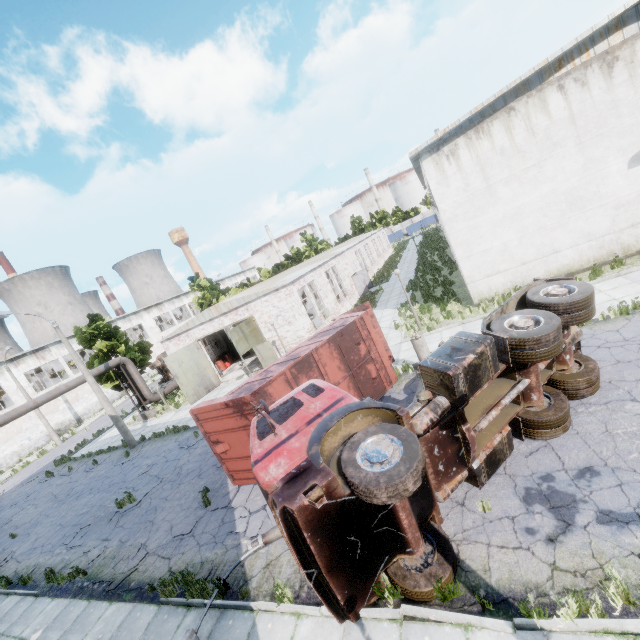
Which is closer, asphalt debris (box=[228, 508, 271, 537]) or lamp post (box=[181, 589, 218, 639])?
lamp post (box=[181, 589, 218, 639])

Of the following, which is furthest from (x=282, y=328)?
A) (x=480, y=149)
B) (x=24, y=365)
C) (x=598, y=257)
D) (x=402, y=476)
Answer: (x=24, y=365)

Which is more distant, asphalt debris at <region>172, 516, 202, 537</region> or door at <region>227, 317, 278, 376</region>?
door at <region>227, 317, 278, 376</region>

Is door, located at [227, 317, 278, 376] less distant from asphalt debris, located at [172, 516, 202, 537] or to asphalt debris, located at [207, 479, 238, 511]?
asphalt debris, located at [207, 479, 238, 511]

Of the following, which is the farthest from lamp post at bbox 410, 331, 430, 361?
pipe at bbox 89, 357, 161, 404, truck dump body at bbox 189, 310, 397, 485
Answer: pipe at bbox 89, 357, 161, 404

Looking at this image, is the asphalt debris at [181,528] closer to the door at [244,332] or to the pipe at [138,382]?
the door at [244,332]

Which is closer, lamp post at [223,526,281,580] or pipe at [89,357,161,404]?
lamp post at [223,526,281,580]

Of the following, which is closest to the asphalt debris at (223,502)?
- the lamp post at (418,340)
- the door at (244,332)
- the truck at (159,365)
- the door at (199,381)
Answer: the lamp post at (418,340)
